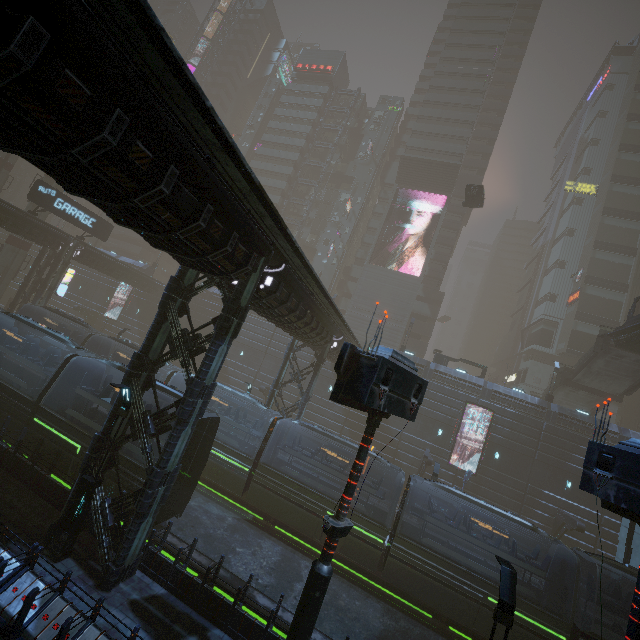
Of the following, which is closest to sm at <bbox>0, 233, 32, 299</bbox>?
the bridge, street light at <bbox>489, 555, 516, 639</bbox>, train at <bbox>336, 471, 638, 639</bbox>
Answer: train at <bbox>336, 471, 638, 639</bbox>

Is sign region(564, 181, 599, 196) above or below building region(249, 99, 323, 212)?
above

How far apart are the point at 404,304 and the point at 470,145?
31.8m

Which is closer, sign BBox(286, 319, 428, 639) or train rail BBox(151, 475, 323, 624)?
sign BBox(286, 319, 428, 639)

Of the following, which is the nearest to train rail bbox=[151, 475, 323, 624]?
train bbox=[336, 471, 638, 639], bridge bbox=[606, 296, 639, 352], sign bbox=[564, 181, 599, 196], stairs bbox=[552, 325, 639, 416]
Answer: train bbox=[336, 471, 638, 639]

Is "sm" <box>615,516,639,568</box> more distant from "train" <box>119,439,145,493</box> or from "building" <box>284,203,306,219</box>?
"train" <box>119,439,145,493</box>

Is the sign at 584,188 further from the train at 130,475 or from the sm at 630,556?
the train at 130,475

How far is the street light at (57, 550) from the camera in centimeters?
1002cm
